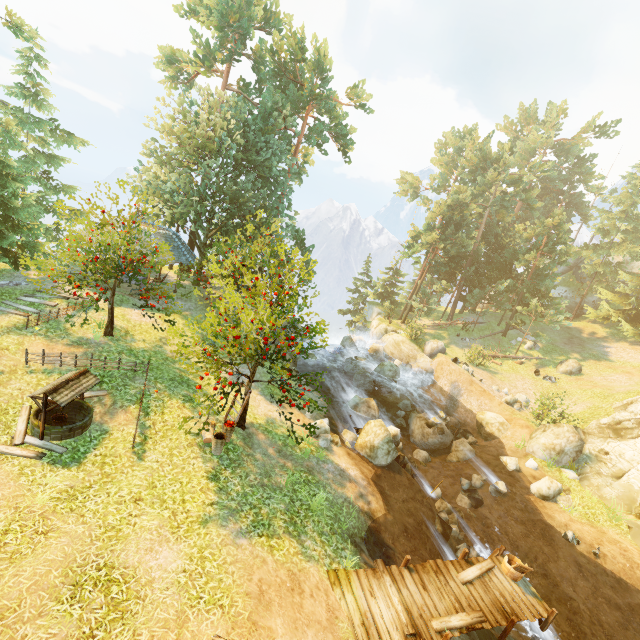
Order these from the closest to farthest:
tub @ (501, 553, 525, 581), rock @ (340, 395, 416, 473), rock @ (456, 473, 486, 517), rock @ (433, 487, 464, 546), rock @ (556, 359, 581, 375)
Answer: tub @ (501, 553, 525, 581) → rock @ (433, 487, 464, 546) → rock @ (340, 395, 416, 473) → rock @ (456, 473, 486, 517) → rock @ (556, 359, 581, 375)

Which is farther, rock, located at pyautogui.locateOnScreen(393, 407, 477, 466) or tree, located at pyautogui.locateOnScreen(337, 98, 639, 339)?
tree, located at pyautogui.locateOnScreen(337, 98, 639, 339)

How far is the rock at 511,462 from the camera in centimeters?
1844cm

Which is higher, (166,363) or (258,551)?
(166,363)

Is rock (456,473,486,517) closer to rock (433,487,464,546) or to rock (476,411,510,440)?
rock (433,487,464,546)

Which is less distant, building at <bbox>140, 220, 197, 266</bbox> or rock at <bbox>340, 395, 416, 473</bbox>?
rock at <bbox>340, 395, 416, 473</bbox>

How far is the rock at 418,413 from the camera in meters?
19.8

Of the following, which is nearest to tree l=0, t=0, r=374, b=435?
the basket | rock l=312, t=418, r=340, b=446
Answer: the basket
